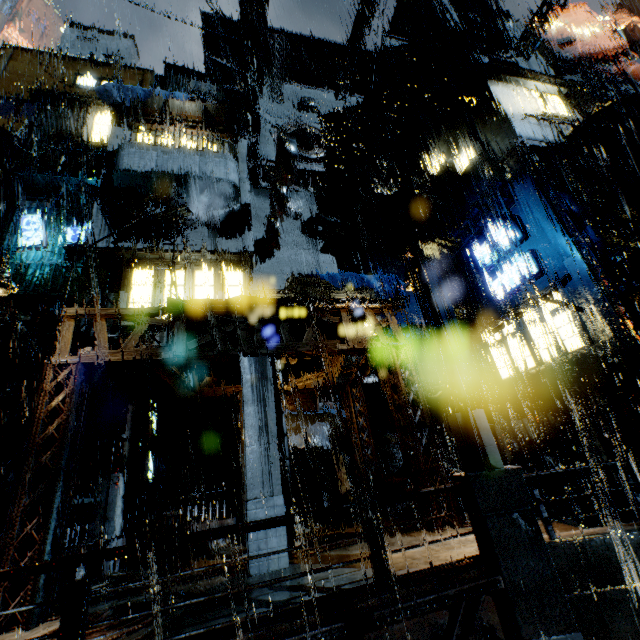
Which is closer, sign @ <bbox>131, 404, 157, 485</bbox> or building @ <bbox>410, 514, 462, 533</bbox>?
building @ <bbox>410, 514, 462, 533</bbox>

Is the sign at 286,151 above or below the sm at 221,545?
above

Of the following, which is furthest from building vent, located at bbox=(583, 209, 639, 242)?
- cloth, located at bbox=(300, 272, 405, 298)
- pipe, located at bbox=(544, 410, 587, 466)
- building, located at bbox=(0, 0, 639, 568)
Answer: cloth, located at bbox=(300, 272, 405, 298)

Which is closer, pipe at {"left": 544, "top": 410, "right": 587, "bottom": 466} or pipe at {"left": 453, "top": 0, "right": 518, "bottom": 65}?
pipe at {"left": 544, "top": 410, "right": 587, "bottom": 466}

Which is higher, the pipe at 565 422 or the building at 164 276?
the building at 164 276

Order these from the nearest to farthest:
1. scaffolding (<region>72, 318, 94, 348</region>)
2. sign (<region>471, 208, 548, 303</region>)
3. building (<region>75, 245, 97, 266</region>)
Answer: scaffolding (<region>72, 318, 94, 348</region>) < building (<region>75, 245, 97, 266</region>) < sign (<region>471, 208, 548, 303</region>)

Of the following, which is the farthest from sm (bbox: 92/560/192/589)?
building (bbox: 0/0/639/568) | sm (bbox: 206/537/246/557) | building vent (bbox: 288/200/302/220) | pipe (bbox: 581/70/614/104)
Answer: pipe (bbox: 581/70/614/104)

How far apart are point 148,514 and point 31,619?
8.3 meters
